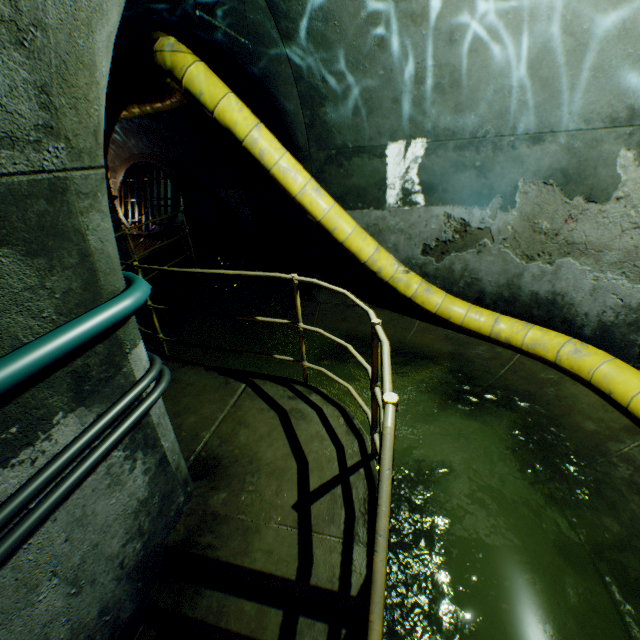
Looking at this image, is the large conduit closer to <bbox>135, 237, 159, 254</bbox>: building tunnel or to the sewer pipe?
<bbox>135, 237, 159, 254</bbox>: building tunnel

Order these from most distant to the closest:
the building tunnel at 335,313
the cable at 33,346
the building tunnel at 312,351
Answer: the building tunnel at 335,313 < the building tunnel at 312,351 < the cable at 33,346

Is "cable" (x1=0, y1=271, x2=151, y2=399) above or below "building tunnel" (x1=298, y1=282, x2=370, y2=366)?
above

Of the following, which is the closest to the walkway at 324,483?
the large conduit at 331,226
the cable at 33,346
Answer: the large conduit at 331,226

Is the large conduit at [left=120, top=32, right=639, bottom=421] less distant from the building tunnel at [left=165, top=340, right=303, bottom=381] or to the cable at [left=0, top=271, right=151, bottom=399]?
the building tunnel at [left=165, top=340, right=303, bottom=381]

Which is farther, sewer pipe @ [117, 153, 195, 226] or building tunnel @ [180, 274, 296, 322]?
sewer pipe @ [117, 153, 195, 226]

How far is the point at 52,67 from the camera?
1.1m

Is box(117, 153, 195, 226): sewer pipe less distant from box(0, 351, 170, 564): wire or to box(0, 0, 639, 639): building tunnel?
box(0, 0, 639, 639): building tunnel
